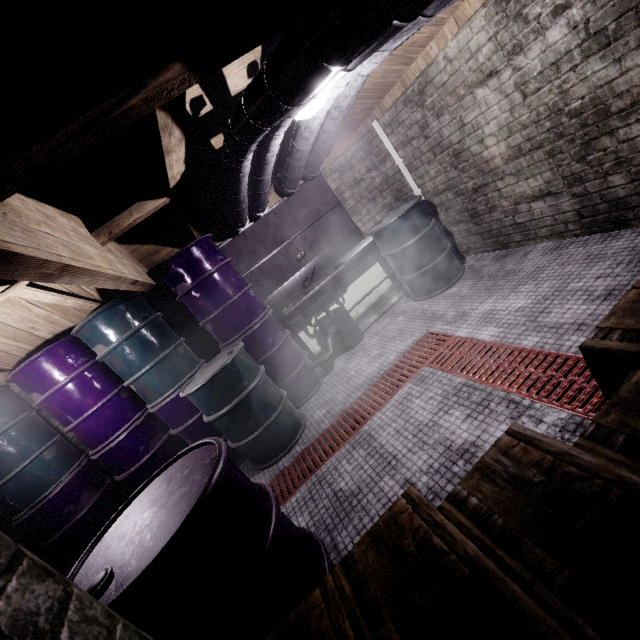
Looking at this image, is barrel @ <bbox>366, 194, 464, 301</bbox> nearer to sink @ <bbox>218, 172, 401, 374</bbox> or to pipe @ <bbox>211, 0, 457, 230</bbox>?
sink @ <bbox>218, 172, 401, 374</bbox>

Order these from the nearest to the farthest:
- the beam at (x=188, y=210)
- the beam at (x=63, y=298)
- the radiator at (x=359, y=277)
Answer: the beam at (x=188, y=210) → the beam at (x=63, y=298) → the radiator at (x=359, y=277)

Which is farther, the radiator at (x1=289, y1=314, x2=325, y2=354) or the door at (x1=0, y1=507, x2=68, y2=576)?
the radiator at (x1=289, y1=314, x2=325, y2=354)

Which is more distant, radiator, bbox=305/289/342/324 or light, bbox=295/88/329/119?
radiator, bbox=305/289/342/324

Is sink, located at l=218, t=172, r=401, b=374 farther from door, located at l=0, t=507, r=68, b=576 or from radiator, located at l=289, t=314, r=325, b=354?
door, located at l=0, t=507, r=68, b=576

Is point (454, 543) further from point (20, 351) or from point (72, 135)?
point (20, 351)

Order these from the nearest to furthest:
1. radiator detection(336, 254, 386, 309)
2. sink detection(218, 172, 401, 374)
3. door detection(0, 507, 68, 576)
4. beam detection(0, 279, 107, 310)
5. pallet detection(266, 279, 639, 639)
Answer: pallet detection(266, 279, 639, 639) < beam detection(0, 279, 107, 310) < door detection(0, 507, 68, 576) < sink detection(218, 172, 401, 374) < radiator detection(336, 254, 386, 309)

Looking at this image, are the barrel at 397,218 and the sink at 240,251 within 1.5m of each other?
yes
